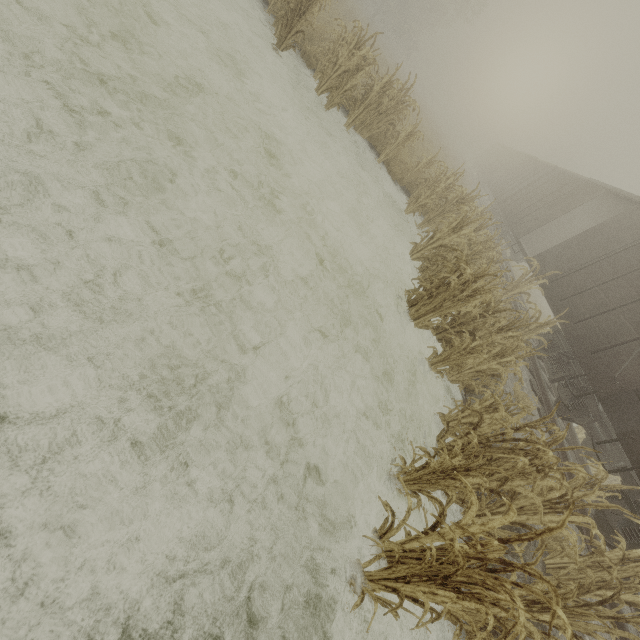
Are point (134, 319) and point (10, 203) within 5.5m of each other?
yes

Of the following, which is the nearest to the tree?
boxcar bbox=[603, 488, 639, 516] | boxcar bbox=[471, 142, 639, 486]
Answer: boxcar bbox=[471, 142, 639, 486]

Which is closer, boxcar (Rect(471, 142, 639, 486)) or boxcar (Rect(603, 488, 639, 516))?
boxcar (Rect(603, 488, 639, 516))

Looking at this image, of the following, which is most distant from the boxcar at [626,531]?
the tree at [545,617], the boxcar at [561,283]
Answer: the tree at [545,617]

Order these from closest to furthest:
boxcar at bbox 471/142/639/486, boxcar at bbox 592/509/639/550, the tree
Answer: the tree
boxcar at bbox 592/509/639/550
boxcar at bbox 471/142/639/486

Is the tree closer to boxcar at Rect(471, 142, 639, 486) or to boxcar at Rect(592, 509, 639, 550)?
boxcar at Rect(471, 142, 639, 486)

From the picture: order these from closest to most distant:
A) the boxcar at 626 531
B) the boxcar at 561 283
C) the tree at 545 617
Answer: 1. the tree at 545 617
2. the boxcar at 626 531
3. the boxcar at 561 283
